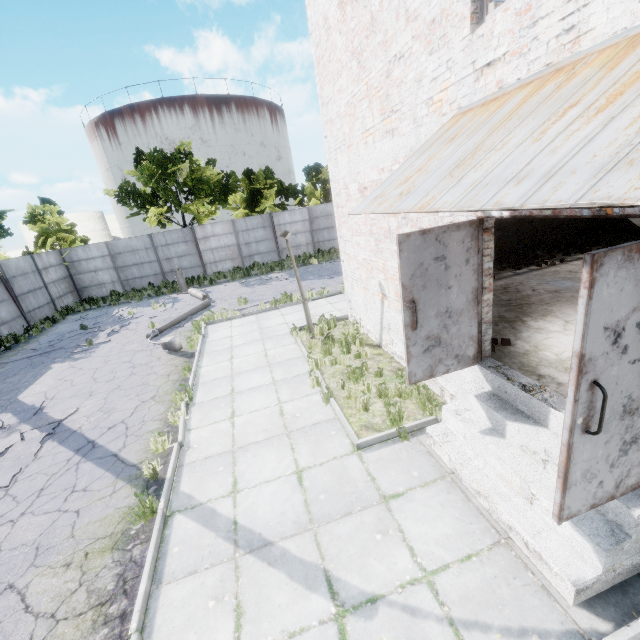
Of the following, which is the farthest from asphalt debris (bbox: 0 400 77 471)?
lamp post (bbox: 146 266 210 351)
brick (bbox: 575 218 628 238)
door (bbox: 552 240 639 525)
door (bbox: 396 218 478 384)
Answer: brick (bbox: 575 218 628 238)

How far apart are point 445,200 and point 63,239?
28.2 meters

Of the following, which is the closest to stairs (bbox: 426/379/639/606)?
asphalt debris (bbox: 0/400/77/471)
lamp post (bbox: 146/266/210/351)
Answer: asphalt debris (bbox: 0/400/77/471)

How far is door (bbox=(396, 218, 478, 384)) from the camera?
4.1 meters

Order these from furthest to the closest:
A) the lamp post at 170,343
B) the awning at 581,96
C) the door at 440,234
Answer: the lamp post at 170,343 → the door at 440,234 → the awning at 581,96

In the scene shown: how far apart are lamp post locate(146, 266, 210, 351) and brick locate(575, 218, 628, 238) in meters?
15.0 m

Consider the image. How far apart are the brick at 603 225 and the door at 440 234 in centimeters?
1090cm

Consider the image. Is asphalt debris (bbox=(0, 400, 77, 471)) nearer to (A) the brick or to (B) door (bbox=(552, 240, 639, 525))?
(B) door (bbox=(552, 240, 639, 525))
